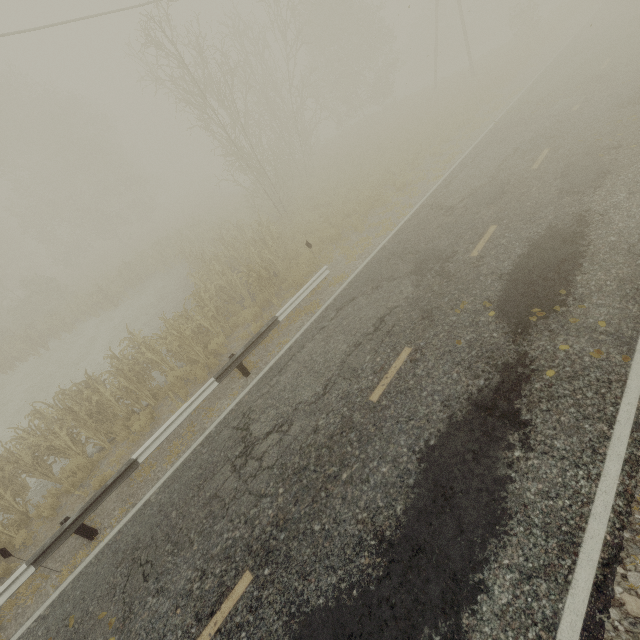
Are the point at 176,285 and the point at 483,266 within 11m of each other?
Result: no
